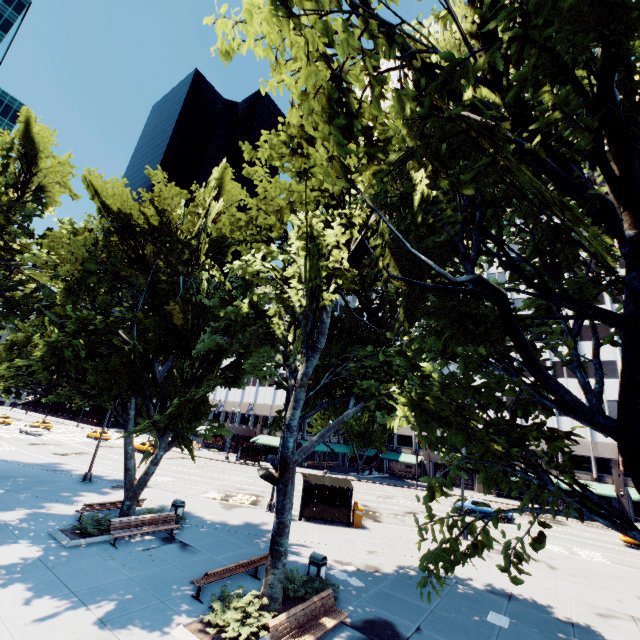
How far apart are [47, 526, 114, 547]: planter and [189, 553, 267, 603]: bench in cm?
584

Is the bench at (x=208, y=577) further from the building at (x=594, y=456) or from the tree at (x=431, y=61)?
the building at (x=594, y=456)

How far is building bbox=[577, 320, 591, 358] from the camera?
46.6m

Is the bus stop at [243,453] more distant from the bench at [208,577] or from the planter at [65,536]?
the bench at [208,577]

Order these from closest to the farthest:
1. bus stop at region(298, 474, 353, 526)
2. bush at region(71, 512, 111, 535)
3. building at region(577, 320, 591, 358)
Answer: bush at region(71, 512, 111, 535) → bus stop at region(298, 474, 353, 526) → building at region(577, 320, 591, 358)

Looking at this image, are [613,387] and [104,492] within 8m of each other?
no

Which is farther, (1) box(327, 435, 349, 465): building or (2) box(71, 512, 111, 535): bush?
(1) box(327, 435, 349, 465): building
